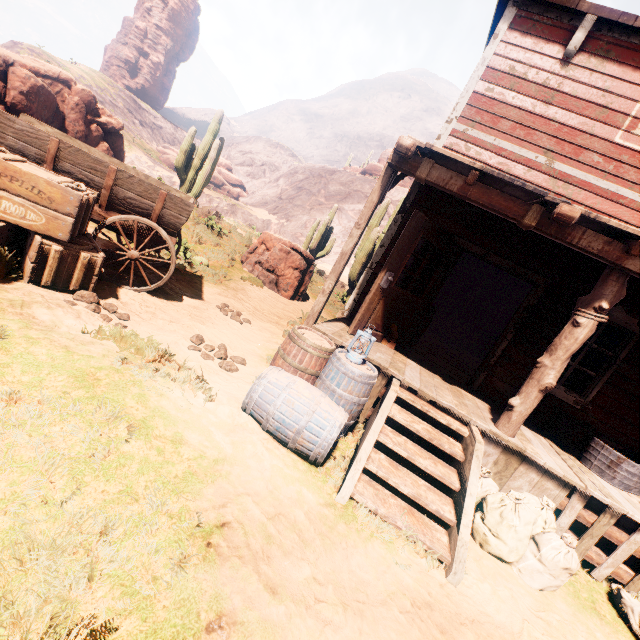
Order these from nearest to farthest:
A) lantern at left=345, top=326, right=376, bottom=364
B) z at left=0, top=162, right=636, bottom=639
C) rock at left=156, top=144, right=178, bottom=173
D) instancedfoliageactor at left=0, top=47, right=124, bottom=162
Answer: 1. z at left=0, top=162, right=636, bottom=639
2. lantern at left=345, top=326, right=376, bottom=364
3. instancedfoliageactor at left=0, top=47, right=124, bottom=162
4. rock at left=156, top=144, right=178, bottom=173

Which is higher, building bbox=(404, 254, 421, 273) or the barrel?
building bbox=(404, 254, 421, 273)

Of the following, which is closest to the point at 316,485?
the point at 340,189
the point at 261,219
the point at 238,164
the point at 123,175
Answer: the point at 123,175

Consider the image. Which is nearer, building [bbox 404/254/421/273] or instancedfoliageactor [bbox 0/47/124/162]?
building [bbox 404/254/421/273]

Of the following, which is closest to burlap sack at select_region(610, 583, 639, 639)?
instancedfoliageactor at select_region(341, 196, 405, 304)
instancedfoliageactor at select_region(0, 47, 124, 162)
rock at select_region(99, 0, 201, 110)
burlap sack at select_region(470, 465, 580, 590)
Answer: burlap sack at select_region(470, 465, 580, 590)

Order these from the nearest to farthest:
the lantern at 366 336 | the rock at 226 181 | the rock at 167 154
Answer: the lantern at 366 336 < the rock at 167 154 < the rock at 226 181

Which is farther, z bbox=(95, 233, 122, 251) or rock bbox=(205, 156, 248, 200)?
rock bbox=(205, 156, 248, 200)

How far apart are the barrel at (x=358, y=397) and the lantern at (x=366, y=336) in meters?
0.1
